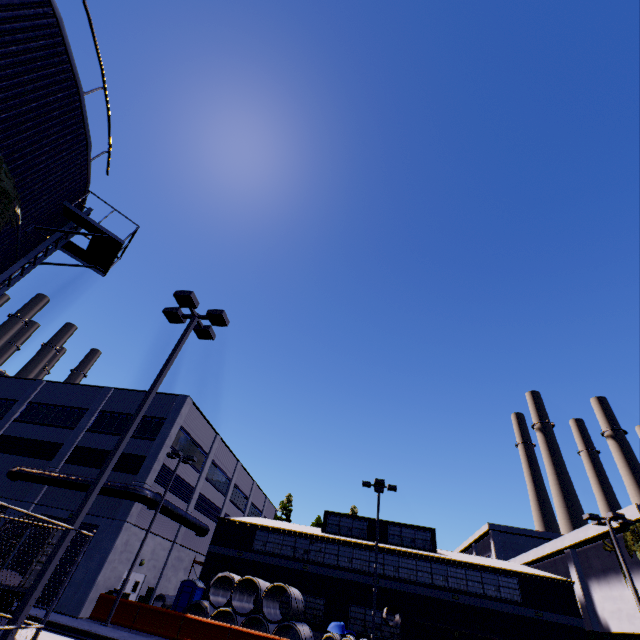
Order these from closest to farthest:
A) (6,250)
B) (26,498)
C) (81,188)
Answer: (6,250)
(81,188)
(26,498)

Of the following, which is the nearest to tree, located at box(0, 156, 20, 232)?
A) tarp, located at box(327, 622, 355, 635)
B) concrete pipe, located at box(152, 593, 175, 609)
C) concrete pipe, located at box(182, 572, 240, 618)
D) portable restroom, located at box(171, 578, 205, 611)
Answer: concrete pipe, located at box(182, 572, 240, 618)

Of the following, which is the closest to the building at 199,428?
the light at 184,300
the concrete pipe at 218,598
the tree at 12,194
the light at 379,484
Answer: the tree at 12,194

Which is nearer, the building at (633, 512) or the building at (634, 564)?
the building at (633, 512)

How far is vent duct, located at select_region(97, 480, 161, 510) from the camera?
22.7m

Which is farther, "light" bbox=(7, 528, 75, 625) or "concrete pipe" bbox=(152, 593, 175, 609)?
"concrete pipe" bbox=(152, 593, 175, 609)

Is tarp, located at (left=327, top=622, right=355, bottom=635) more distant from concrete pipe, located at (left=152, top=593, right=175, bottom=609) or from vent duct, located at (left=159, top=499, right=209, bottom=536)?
concrete pipe, located at (left=152, top=593, right=175, bottom=609)

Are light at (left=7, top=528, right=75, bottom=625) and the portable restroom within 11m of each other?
no
